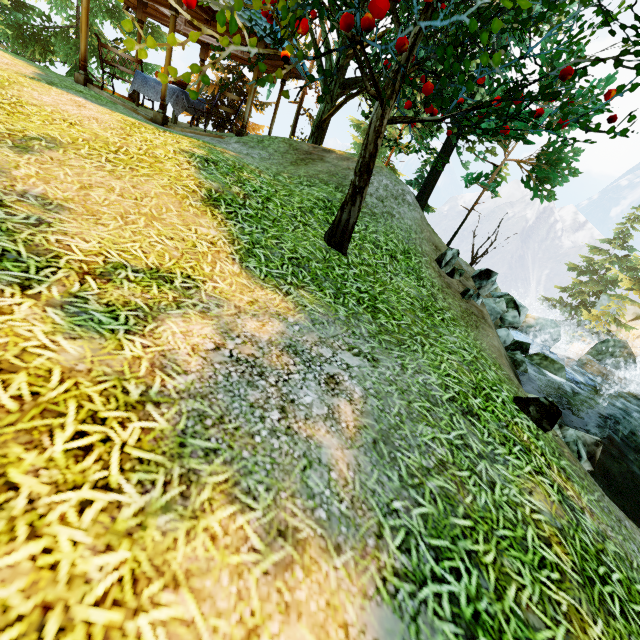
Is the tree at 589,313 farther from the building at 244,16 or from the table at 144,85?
the table at 144,85

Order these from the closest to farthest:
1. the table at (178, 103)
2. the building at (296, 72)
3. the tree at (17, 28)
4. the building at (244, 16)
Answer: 1. the building at (244, 16)
2. the table at (178, 103)
3. the building at (296, 72)
4. the tree at (17, 28)

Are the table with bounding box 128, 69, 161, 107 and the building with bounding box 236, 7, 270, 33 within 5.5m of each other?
yes

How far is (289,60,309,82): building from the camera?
10.0 meters

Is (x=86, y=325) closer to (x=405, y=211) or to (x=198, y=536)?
(x=198, y=536)

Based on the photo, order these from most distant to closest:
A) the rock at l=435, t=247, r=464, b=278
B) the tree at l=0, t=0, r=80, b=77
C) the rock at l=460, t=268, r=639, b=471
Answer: the tree at l=0, t=0, r=80, b=77, the rock at l=435, t=247, r=464, b=278, the rock at l=460, t=268, r=639, b=471

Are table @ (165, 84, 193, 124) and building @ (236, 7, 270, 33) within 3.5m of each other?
yes

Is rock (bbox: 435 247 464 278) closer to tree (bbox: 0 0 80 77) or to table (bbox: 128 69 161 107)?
tree (bbox: 0 0 80 77)
